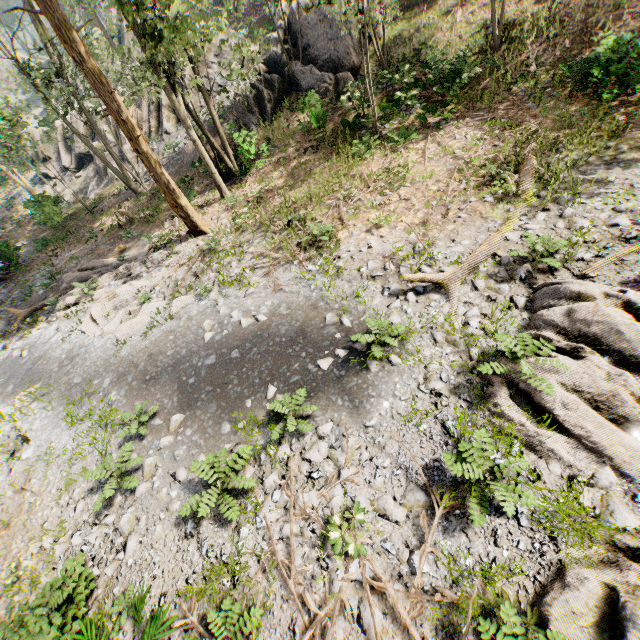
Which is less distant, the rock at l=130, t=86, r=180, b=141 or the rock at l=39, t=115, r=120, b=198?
the rock at l=130, t=86, r=180, b=141

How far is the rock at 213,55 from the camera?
22.4 meters

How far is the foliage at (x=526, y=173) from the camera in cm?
962

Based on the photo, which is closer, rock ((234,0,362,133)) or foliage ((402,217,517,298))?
foliage ((402,217,517,298))

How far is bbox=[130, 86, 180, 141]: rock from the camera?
23.9 meters

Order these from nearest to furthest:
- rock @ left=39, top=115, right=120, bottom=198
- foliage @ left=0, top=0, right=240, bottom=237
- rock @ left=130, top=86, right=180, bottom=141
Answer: foliage @ left=0, top=0, right=240, bottom=237 < rock @ left=130, top=86, right=180, bottom=141 < rock @ left=39, top=115, right=120, bottom=198

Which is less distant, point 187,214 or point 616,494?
point 616,494

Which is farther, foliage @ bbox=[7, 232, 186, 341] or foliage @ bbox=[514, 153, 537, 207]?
foliage @ bbox=[7, 232, 186, 341]
